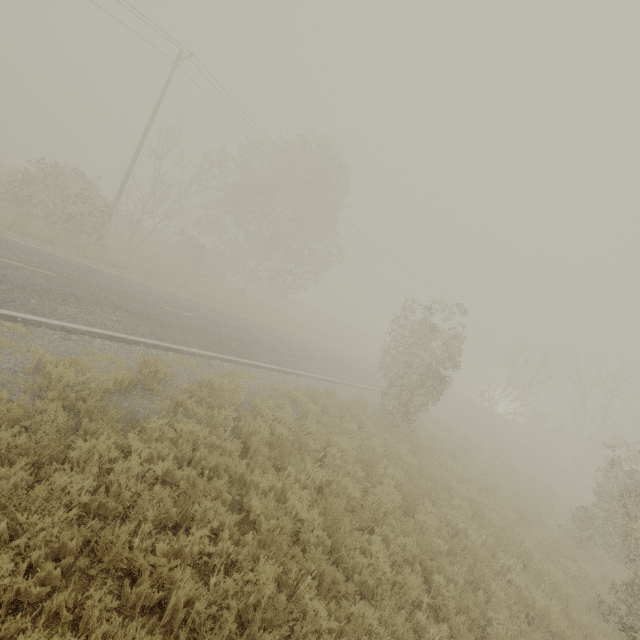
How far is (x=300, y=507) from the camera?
5.91m
